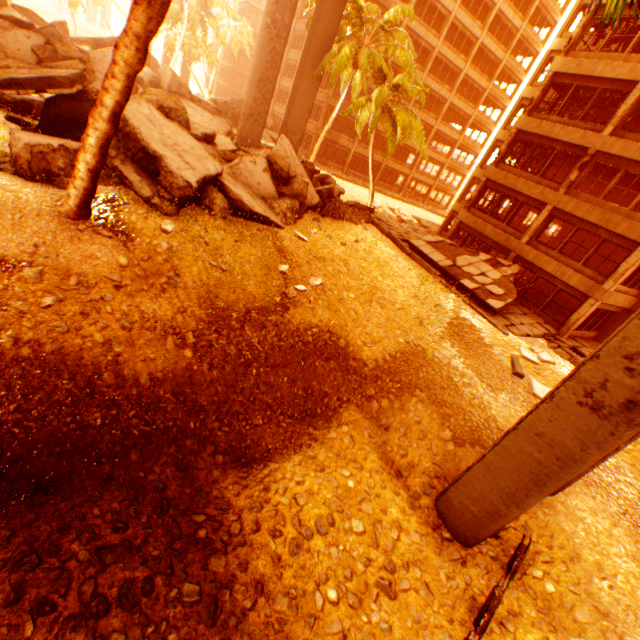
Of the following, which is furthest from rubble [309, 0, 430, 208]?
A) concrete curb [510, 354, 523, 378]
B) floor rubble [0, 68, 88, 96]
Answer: concrete curb [510, 354, 523, 378]

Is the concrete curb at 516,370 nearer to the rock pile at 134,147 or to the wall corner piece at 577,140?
the rock pile at 134,147

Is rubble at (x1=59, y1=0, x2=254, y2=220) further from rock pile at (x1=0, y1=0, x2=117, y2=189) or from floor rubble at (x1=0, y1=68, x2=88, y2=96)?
floor rubble at (x1=0, y1=68, x2=88, y2=96)

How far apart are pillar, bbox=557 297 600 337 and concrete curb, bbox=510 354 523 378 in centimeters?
629cm

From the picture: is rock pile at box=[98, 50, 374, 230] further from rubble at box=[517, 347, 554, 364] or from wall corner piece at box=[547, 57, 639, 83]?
wall corner piece at box=[547, 57, 639, 83]

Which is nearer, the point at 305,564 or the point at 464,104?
the point at 305,564

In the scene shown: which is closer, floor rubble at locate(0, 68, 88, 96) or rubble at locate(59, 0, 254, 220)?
rubble at locate(59, 0, 254, 220)

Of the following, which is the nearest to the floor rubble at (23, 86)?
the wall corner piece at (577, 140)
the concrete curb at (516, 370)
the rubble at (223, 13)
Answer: the rubble at (223, 13)
